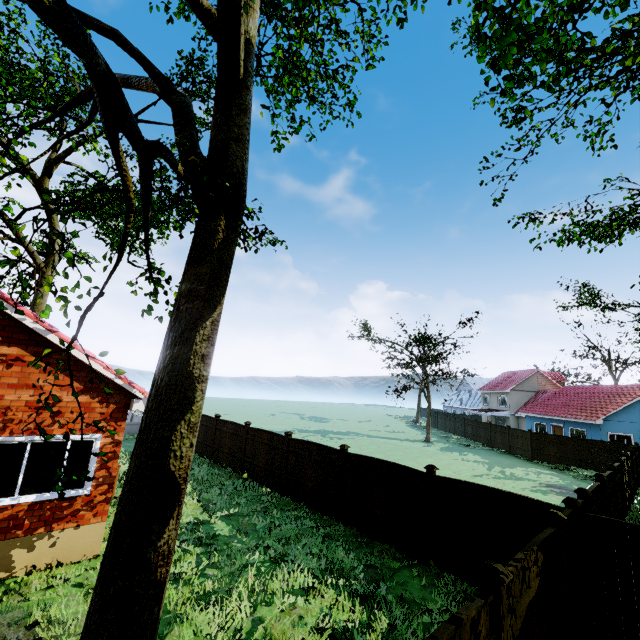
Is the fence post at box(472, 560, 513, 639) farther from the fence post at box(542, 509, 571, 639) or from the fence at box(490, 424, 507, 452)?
the fence post at box(542, 509, 571, 639)

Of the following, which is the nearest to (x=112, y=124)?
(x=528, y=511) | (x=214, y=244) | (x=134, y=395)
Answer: (x=214, y=244)

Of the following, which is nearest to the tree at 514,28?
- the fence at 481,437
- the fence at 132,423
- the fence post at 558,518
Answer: the fence at 132,423

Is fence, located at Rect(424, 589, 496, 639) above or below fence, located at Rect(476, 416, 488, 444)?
above

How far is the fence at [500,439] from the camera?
30.5 meters

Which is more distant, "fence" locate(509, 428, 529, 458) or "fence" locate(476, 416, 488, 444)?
"fence" locate(476, 416, 488, 444)

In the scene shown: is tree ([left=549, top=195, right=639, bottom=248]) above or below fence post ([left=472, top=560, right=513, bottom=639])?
above

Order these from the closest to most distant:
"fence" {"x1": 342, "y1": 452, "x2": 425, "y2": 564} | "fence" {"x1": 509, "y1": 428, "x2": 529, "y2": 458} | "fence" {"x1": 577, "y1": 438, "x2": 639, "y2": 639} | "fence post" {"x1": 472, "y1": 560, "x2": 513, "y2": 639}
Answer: "fence post" {"x1": 472, "y1": 560, "x2": 513, "y2": 639}
"fence" {"x1": 577, "y1": 438, "x2": 639, "y2": 639}
"fence" {"x1": 342, "y1": 452, "x2": 425, "y2": 564}
"fence" {"x1": 509, "y1": 428, "x2": 529, "y2": 458}
